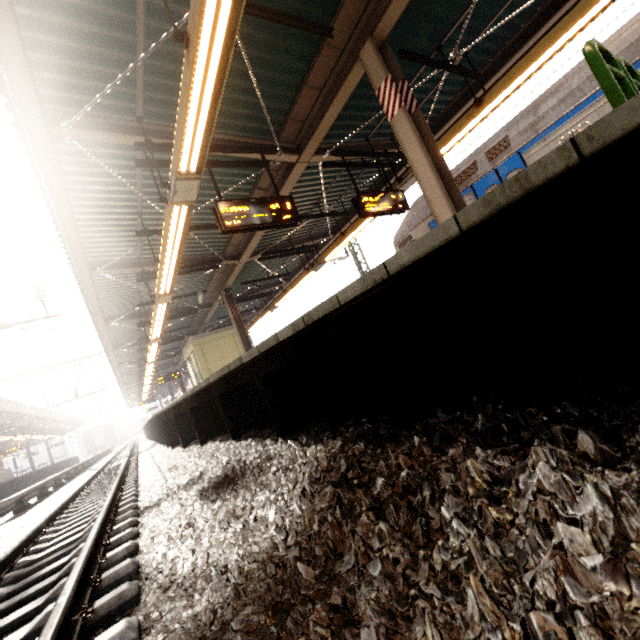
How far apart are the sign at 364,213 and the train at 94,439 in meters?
61.1 m

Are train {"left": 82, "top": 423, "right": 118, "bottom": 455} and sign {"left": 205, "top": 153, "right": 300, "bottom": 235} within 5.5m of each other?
no

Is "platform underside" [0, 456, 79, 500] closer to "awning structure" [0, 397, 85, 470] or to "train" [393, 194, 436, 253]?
"awning structure" [0, 397, 85, 470]

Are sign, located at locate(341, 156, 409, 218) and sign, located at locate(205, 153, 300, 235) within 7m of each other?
yes

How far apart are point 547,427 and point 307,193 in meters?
9.0

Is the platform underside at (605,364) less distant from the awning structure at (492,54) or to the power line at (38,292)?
the awning structure at (492,54)

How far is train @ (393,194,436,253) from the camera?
8.7m
